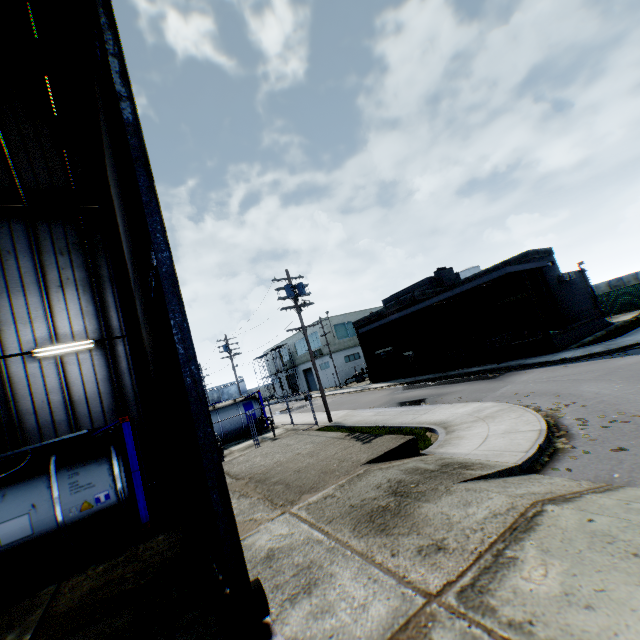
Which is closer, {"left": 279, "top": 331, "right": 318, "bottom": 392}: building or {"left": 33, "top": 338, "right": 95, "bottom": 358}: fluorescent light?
{"left": 33, "top": 338, "right": 95, "bottom": 358}: fluorescent light

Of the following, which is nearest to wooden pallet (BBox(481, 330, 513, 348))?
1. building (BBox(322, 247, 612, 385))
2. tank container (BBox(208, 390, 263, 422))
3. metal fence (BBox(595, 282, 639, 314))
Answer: building (BBox(322, 247, 612, 385))

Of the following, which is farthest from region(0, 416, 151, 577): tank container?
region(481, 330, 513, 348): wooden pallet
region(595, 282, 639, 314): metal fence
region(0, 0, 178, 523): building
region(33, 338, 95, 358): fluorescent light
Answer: region(481, 330, 513, 348): wooden pallet

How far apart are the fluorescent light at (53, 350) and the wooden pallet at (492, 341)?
23.7m

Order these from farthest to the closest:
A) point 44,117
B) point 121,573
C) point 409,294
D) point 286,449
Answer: point 409,294, point 286,449, point 44,117, point 121,573

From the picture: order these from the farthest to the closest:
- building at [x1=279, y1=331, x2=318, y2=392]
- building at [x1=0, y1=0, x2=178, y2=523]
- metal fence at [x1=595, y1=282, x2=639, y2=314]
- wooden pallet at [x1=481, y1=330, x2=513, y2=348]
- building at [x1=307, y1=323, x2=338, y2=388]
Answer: building at [x1=279, y1=331, x2=318, y2=392] → building at [x1=307, y1=323, x2=338, y2=388] → metal fence at [x1=595, y1=282, x2=639, y2=314] → wooden pallet at [x1=481, y1=330, x2=513, y2=348] → building at [x1=0, y1=0, x2=178, y2=523]

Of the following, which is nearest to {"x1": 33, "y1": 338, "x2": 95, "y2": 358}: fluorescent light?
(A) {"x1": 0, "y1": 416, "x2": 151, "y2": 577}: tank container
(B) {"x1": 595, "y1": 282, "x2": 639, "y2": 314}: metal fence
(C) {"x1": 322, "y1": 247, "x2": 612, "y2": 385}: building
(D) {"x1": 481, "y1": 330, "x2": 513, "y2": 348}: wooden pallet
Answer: (A) {"x1": 0, "y1": 416, "x2": 151, "y2": 577}: tank container

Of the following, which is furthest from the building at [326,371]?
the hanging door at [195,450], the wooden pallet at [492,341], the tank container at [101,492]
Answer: the hanging door at [195,450]
